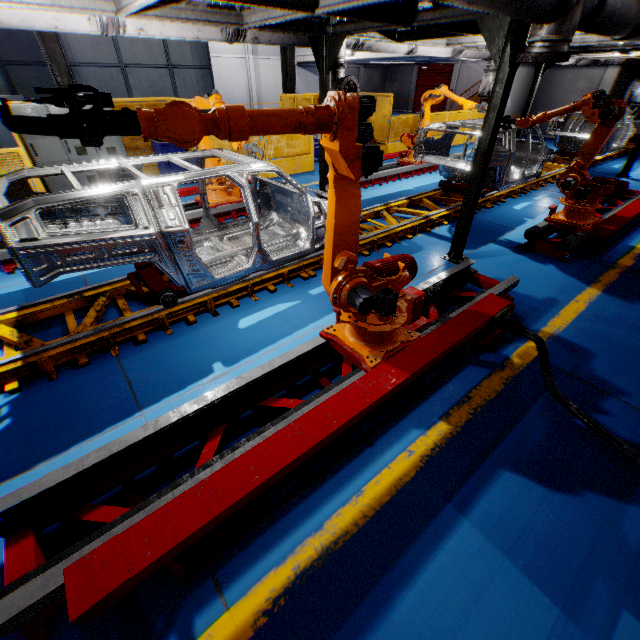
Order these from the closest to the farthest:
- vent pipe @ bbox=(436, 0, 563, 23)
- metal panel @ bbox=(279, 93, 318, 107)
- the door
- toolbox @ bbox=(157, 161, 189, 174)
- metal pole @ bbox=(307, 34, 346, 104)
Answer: vent pipe @ bbox=(436, 0, 563, 23), metal pole @ bbox=(307, 34, 346, 104), toolbox @ bbox=(157, 161, 189, 174), metal panel @ bbox=(279, 93, 318, 107), the door

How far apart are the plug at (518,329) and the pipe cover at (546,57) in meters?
3.1

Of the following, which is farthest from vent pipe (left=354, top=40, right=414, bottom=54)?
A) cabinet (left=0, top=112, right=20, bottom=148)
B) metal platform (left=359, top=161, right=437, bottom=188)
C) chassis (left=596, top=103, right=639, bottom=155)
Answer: cabinet (left=0, top=112, right=20, bottom=148)

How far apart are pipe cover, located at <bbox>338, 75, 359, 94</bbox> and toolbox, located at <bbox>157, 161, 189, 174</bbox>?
5.16m

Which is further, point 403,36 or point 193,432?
point 403,36

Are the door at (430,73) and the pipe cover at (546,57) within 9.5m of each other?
no

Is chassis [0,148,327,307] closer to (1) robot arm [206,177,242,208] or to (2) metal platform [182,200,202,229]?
(1) robot arm [206,177,242,208]

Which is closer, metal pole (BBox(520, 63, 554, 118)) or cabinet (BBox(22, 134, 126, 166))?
cabinet (BBox(22, 134, 126, 166))
